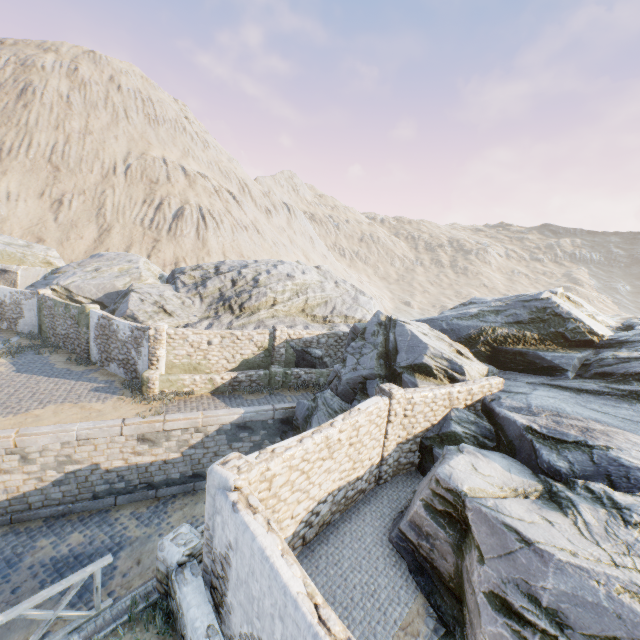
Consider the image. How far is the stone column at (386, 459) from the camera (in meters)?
10.02

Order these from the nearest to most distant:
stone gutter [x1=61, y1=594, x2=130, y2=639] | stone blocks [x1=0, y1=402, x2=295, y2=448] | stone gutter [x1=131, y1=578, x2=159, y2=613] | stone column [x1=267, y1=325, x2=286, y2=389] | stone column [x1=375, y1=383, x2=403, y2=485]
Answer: stone gutter [x1=61, y1=594, x2=130, y2=639] → stone gutter [x1=131, y1=578, x2=159, y2=613] → stone column [x1=375, y1=383, x2=403, y2=485] → stone blocks [x1=0, y1=402, x2=295, y2=448] → stone column [x1=267, y1=325, x2=286, y2=389]

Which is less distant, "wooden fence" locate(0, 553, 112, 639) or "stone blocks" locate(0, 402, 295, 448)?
"wooden fence" locate(0, 553, 112, 639)

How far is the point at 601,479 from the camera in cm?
782

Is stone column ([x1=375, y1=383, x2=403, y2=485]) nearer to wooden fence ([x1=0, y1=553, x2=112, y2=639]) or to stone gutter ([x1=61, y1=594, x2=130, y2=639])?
stone gutter ([x1=61, y1=594, x2=130, y2=639])

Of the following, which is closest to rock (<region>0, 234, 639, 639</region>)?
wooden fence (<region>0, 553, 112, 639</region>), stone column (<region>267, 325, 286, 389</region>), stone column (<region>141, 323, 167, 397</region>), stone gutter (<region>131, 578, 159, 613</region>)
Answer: stone column (<region>267, 325, 286, 389</region>)

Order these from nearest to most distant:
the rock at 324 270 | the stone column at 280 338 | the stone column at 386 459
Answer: the rock at 324 270 → the stone column at 386 459 → the stone column at 280 338

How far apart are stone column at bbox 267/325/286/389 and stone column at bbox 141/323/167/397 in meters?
5.0
